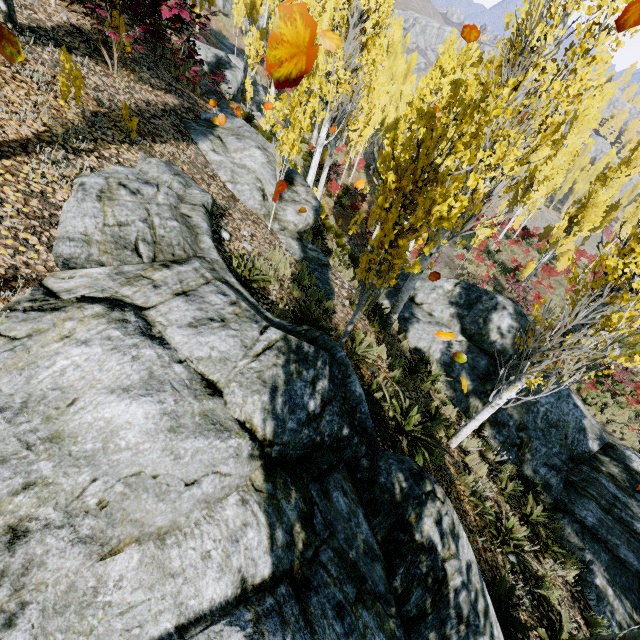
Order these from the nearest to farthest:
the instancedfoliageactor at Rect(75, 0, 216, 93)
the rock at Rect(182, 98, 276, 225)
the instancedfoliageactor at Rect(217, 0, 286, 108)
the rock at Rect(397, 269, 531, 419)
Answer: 1. the instancedfoliageactor at Rect(75, 0, 216, 93)
2. the rock at Rect(182, 98, 276, 225)
3. the rock at Rect(397, 269, 531, 419)
4. the instancedfoliageactor at Rect(217, 0, 286, 108)

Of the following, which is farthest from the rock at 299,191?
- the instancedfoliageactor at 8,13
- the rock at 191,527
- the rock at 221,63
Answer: the rock at 221,63

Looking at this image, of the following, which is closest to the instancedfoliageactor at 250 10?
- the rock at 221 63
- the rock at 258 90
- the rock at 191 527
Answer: the rock at 191 527

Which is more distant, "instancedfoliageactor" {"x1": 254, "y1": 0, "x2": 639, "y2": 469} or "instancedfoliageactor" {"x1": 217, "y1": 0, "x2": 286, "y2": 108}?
"instancedfoliageactor" {"x1": 217, "y1": 0, "x2": 286, "y2": 108}

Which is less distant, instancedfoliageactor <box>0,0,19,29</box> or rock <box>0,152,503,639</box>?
rock <box>0,152,503,639</box>

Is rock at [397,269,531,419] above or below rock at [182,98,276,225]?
below

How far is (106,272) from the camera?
3.0 meters

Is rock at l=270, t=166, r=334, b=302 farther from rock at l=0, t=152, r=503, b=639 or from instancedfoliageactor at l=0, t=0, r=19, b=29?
rock at l=0, t=152, r=503, b=639
